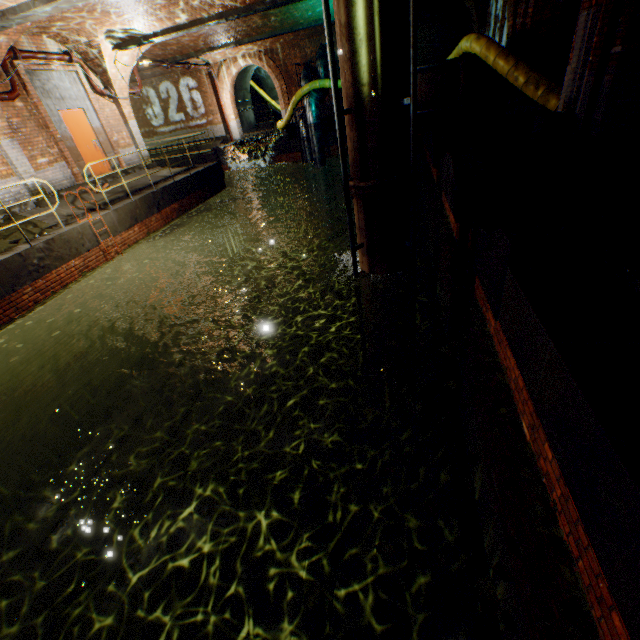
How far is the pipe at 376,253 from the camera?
5.5m

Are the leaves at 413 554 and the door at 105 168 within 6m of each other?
no

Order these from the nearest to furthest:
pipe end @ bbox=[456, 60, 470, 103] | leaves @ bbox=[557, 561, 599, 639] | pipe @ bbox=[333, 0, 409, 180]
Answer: leaves @ bbox=[557, 561, 599, 639] < pipe @ bbox=[333, 0, 409, 180] < pipe end @ bbox=[456, 60, 470, 103]

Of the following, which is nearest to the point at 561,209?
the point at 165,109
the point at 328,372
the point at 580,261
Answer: the point at 580,261

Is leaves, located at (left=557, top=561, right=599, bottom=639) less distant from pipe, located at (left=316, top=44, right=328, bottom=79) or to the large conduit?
the large conduit

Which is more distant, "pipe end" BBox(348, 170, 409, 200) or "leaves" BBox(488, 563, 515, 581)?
"pipe end" BBox(348, 170, 409, 200)

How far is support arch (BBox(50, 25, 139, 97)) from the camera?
10.4m

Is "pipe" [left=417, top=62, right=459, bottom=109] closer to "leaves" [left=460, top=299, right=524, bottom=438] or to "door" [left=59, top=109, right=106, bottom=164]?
"leaves" [left=460, top=299, right=524, bottom=438]
